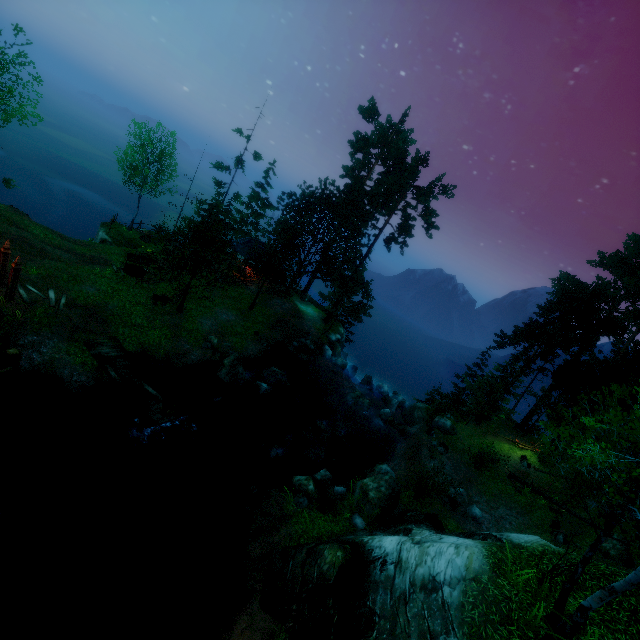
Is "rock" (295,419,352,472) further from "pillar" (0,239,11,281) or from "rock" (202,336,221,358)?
"pillar" (0,239,11,281)

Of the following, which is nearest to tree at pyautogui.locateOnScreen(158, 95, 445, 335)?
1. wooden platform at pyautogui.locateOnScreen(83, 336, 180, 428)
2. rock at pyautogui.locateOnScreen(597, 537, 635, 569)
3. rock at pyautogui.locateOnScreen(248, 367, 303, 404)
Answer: rock at pyautogui.locateOnScreen(597, 537, 635, 569)

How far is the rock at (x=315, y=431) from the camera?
20.6m

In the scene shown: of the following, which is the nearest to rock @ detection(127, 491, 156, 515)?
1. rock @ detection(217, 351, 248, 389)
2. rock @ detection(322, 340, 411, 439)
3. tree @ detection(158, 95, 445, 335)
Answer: rock @ detection(217, 351, 248, 389)

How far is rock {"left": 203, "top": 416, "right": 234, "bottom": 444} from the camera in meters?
Answer: 18.4 m

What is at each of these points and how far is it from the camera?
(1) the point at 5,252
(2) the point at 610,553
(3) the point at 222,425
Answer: (1) pillar, 15.98m
(2) rock, 17.70m
(3) rock, 19.05m

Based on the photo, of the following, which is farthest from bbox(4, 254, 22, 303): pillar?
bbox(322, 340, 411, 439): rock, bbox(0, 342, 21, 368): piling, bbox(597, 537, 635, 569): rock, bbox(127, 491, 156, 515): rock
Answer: bbox(597, 537, 635, 569): rock

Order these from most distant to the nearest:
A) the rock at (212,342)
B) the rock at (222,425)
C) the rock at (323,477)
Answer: the rock at (212,342) < the rock at (222,425) < the rock at (323,477)
